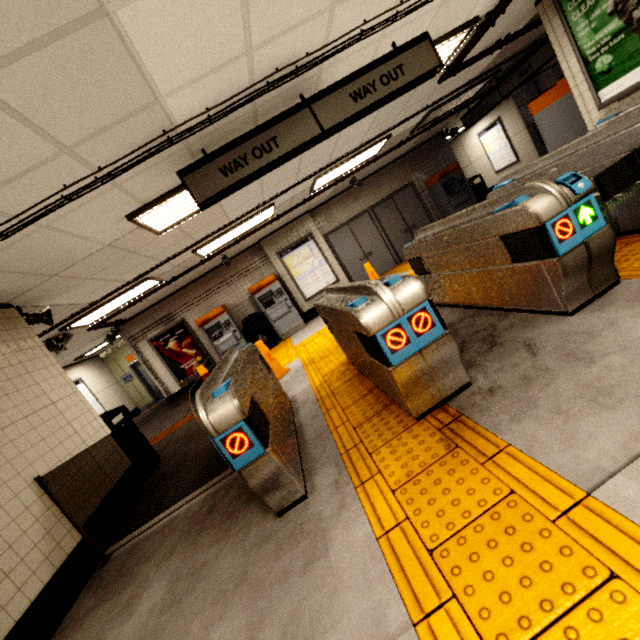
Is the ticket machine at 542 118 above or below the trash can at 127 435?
above

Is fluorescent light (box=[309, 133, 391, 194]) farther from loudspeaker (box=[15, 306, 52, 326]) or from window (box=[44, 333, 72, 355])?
window (box=[44, 333, 72, 355])

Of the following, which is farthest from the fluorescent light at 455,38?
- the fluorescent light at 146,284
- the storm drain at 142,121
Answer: the fluorescent light at 146,284

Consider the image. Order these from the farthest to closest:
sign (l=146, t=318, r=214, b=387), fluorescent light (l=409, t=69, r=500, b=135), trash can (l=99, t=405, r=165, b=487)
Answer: sign (l=146, t=318, r=214, b=387), fluorescent light (l=409, t=69, r=500, b=135), trash can (l=99, t=405, r=165, b=487)

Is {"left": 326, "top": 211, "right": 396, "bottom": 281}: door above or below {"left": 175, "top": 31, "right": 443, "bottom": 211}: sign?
below

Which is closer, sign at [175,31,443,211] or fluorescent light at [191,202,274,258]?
sign at [175,31,443,211]

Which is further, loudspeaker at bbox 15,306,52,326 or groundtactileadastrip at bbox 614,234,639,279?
loudspeaker at bbox 15,306,52,326

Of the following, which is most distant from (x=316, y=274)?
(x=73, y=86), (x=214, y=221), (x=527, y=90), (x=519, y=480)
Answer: (x=527, y=90)
